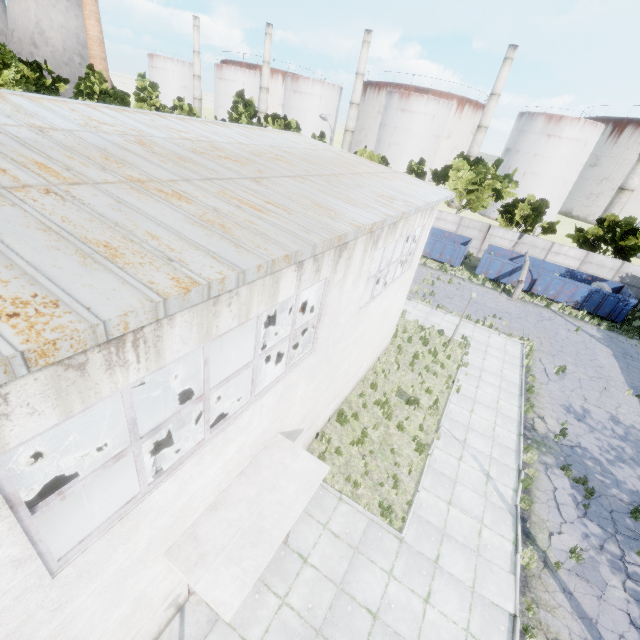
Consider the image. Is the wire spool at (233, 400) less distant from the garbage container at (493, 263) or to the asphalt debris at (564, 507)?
the asphalt debris at (564, 507)

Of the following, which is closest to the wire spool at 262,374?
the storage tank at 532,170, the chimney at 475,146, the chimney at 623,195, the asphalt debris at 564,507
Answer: the asphalt debris at 564,507

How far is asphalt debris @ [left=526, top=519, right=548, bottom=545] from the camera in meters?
9.9

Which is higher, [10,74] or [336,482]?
[10,74]

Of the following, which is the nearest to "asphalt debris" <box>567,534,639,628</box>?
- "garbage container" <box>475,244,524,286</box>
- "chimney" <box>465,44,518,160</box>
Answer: "garbage container" <box>475,244,524,286</box>

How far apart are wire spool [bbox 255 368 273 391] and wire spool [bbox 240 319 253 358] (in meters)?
1.77
